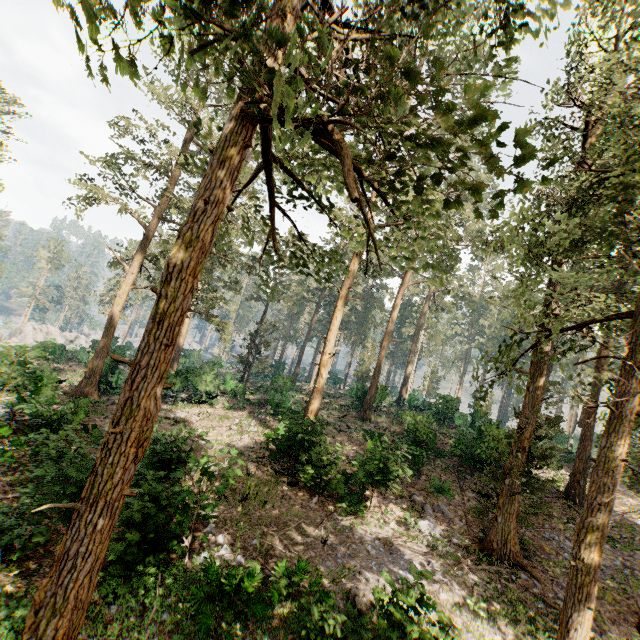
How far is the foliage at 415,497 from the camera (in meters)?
15.13

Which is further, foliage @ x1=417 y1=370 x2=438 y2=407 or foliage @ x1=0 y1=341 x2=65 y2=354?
foliage @ x1=417 y1=370 x2=438 y2=407

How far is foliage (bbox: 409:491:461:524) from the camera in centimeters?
1513cm

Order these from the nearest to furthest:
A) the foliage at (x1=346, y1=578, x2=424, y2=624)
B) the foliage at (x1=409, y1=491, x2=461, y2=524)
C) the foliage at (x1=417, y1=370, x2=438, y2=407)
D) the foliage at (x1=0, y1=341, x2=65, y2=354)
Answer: the foliage at (x1=346, y1=578, x2=424, y2=624), the foliage at (x1=409, y1=491, x2=461, y2=524), the foliage at (x1=0, y1=341, x2=65, y2=354), the foliage at (x1=417, y1=370, x2=438, y2=407)

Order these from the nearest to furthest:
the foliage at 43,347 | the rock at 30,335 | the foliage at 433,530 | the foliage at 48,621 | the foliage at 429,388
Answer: the foliage at 48,621
the foliage at 433,530
the foliage at 43,347
the rock at 30,335
the foliage at 429,388

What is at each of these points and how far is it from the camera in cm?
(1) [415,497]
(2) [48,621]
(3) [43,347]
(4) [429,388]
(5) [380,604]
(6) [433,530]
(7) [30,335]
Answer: (1) foliage, 1620
(2) foliage, 512
(3) foliage, 3123
(4) foliage, 5409
(5) foliage, 707
(6) foliage, 1406
(7) rock, 5719
